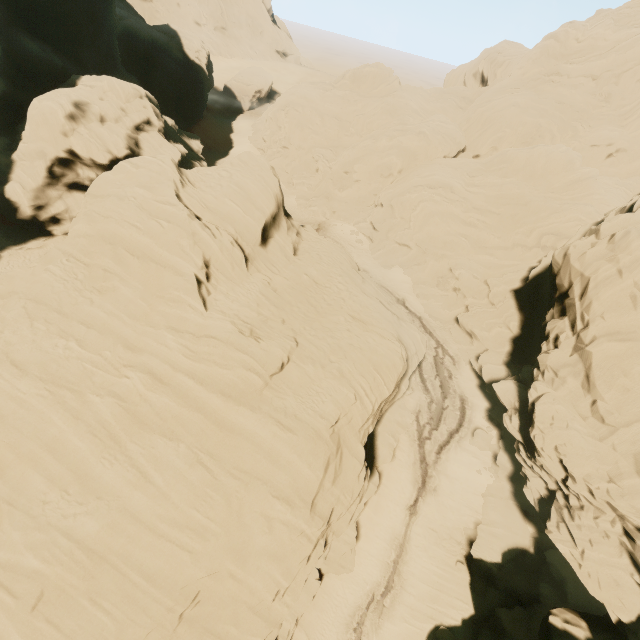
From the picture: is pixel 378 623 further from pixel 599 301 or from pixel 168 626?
pixel 599 301
